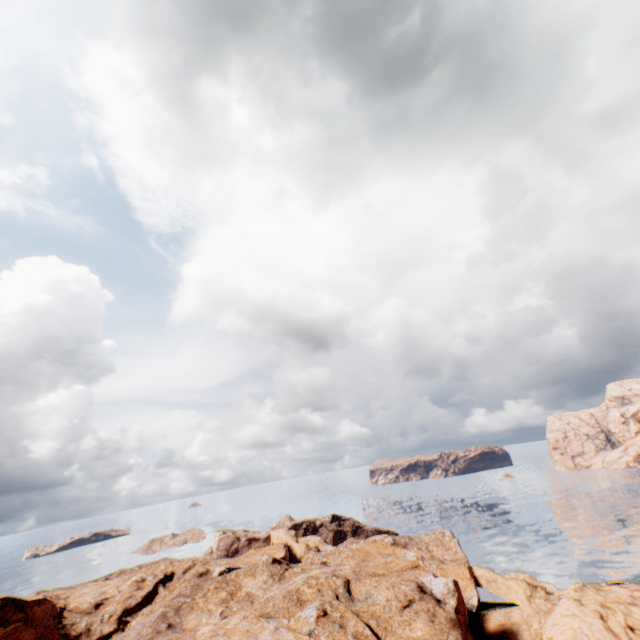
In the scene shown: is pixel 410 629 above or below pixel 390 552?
below
